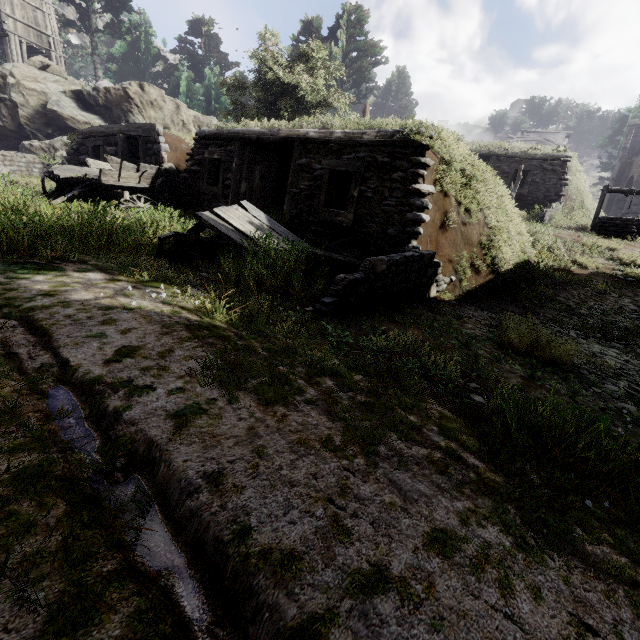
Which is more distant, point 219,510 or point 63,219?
point 63,219

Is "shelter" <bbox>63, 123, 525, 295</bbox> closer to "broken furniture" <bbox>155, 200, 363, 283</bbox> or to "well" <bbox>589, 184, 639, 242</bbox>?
"broken furniture" <bbox>155, 200, 363, 283</bbox>

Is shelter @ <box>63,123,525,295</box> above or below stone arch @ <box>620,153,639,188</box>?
below

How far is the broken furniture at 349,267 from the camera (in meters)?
4.95

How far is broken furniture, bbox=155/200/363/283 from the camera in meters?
4.9 m

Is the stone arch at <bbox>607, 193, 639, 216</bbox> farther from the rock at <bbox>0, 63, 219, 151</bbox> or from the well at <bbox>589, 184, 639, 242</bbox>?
the rock at <bbox>0, 63, 219, 151</bbox>

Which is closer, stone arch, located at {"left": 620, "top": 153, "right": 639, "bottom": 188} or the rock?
the rock

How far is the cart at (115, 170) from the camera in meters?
8.6 m
